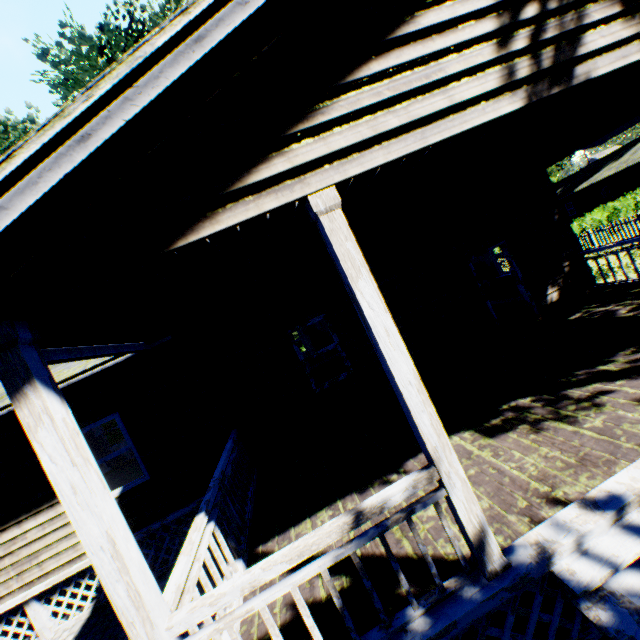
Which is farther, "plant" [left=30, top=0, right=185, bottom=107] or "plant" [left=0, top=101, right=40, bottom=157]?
"plant" [left=0, top=101, right=40, bottom=157]

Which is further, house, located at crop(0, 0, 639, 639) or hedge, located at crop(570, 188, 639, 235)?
hedge, located at crop(570, 188, 639, 235)

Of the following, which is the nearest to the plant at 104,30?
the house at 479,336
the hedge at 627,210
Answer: the house at 479,336

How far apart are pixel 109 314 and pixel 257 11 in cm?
275

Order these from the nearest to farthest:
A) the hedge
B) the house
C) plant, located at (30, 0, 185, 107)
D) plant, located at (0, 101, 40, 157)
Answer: the house < plant, located at (30, 0, 185, 107) < plant, located at (0, 101, 40, 157) < the hedge

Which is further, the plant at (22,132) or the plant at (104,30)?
the plant at (22,132)

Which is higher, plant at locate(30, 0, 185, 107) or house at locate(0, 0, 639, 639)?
plant at locate(30, 0, 185, 107)

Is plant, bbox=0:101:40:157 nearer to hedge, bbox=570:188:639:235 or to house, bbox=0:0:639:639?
house, bbox=0:0:639:639
